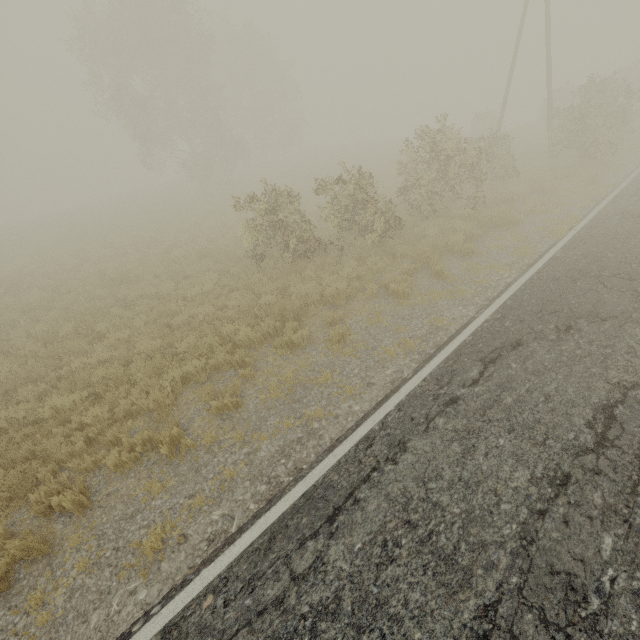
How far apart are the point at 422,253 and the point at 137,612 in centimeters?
952cm

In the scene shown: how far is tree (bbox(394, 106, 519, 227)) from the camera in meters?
12.1 m

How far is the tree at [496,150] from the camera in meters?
12.1 m

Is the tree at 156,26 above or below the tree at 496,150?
above

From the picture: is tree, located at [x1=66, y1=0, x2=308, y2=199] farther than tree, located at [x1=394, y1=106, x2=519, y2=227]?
Yes

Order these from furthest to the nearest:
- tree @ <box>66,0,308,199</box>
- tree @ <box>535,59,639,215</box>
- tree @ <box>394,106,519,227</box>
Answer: tree @ <box>66,0,308,199</box>, tree @ <box>535,59,639,215</box>, tree @ <box>394,106,519,227</box>

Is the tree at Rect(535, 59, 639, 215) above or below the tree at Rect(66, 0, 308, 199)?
below
